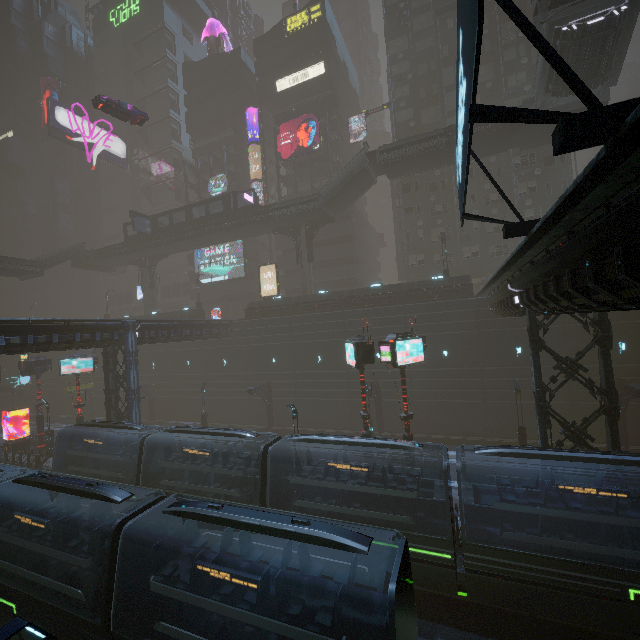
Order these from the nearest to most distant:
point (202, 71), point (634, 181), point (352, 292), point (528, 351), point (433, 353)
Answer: point (634, 181)
point (528, 351)
point (433, 353)
point (352, 292)
point (202, 71)

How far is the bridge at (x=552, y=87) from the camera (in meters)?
22.69

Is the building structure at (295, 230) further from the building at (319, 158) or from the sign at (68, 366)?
the sign at (68, 366)

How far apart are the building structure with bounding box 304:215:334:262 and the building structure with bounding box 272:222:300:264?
0.62m

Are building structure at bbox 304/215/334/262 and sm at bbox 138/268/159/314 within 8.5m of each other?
no

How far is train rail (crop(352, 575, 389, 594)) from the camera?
13.7 meters

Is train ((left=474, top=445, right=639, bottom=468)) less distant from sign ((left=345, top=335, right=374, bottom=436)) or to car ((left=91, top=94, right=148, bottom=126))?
sign ((left=345, top=335, right=374, bottom=436))

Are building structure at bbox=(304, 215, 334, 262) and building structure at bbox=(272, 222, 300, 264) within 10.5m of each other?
yes
